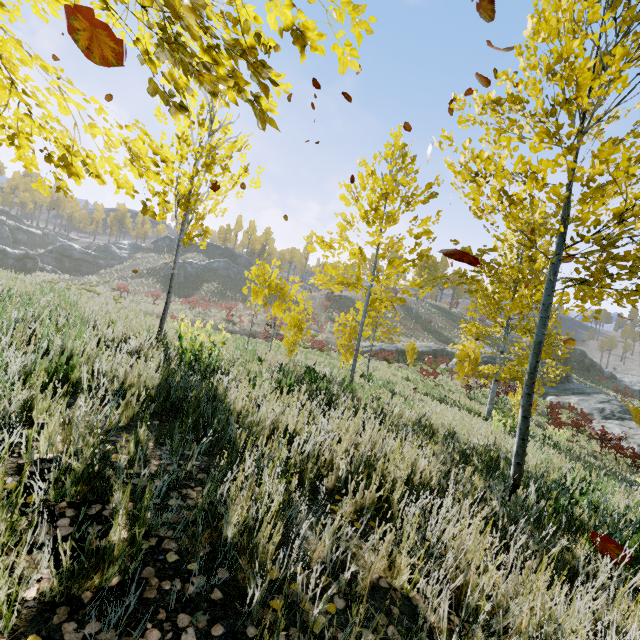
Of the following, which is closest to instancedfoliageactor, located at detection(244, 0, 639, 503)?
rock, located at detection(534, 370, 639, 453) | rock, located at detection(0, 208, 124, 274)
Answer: rock, located at detection(534, 370, 639, 453)

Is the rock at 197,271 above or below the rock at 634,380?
above

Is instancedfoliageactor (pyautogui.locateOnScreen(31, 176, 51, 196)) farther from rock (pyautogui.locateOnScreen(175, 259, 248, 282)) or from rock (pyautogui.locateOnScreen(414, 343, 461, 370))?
rock (pyautogui.locateOnScreen(175, 259, 248, 282))

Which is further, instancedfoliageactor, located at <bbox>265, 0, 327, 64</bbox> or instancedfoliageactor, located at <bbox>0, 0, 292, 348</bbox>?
instancedfoliageactor, located at <bbox>265, 0, 327, 64</bbox>

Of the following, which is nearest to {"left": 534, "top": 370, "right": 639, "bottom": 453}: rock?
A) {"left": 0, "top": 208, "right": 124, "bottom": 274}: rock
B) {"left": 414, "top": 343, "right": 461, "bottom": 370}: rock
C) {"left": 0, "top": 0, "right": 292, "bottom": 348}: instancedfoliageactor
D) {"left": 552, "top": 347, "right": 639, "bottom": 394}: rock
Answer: {"left": 414, "top": 343, "right": 461, "bottom": 370}: rock

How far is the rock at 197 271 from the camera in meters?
51.2 m

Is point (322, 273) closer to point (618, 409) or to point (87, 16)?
point (618, 409)

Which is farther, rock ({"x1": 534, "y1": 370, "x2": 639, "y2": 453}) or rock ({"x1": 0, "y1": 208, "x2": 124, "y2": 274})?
rock ({"x1": 0, "y1": 208, "x2": 124, "y2": 274})
